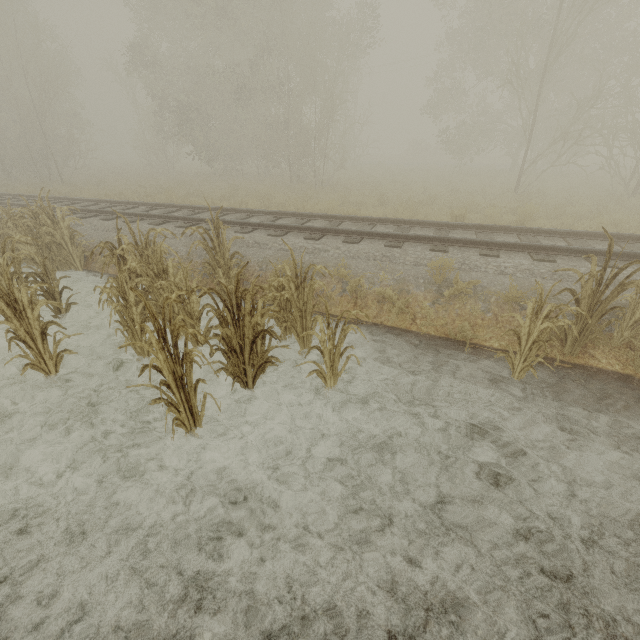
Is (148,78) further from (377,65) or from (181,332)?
(377,65)
